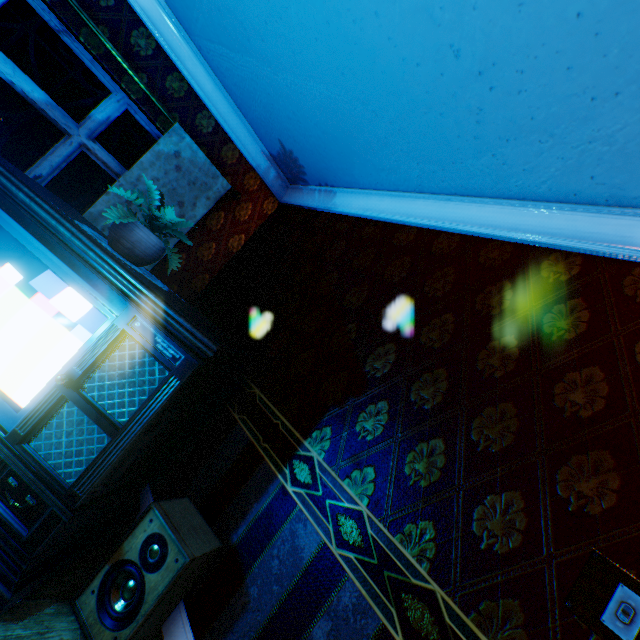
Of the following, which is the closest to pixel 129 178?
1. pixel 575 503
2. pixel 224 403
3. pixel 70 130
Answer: pixel 70 130

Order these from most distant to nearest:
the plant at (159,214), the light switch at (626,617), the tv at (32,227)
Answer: the plant at (159,214), the tv at (32,227), the light switch at (626,617)

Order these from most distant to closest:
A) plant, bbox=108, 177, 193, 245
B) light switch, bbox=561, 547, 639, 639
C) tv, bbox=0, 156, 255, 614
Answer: plant, bbox=108, 177, 193, 245 < tv, bbox=0, 156, 255, 614 < light switch, bbox=561, 547, 639, 639

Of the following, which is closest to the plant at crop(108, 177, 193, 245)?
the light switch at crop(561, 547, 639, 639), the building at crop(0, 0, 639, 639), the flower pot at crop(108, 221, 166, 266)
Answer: the flower pot at crop(108, 221, 166, 266)

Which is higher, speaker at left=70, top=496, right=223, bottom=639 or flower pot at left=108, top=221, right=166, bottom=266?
flower pot at left=108, top=221, right=166, bottom=266

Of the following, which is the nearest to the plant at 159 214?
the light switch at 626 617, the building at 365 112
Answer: the building at 365 112

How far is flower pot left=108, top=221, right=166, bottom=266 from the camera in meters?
Answer: 2.0 m

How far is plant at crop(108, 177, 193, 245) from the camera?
2.0m
